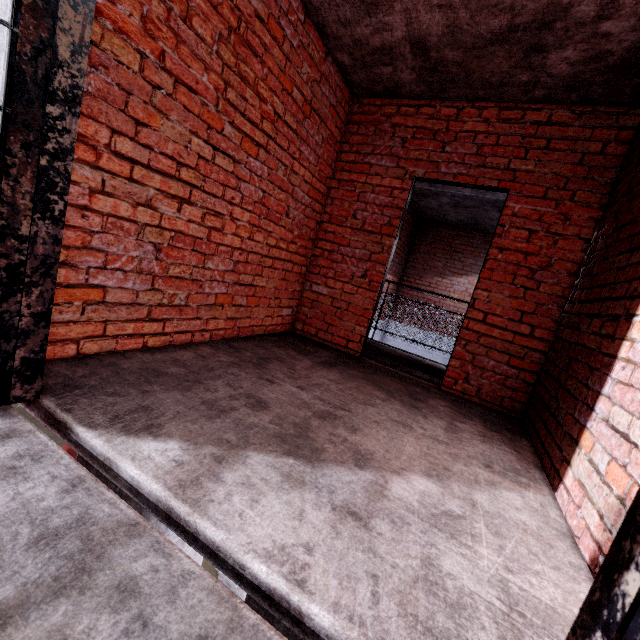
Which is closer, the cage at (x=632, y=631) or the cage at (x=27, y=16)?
the cage at (x=632, y=631)

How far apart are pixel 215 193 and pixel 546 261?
3.1 meters

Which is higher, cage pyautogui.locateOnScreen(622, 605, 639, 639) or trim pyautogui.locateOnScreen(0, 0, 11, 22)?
trim pyautogui.locateOnScreen(0, 0, 11, 22)

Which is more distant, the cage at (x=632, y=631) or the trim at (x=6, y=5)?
the trim at (x=6, y=5)

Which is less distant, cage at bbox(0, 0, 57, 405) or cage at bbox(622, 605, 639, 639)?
cage at bbox(622, 605, 639, 639)

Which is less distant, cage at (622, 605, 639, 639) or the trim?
cage at (622, 605, 639, 639)
